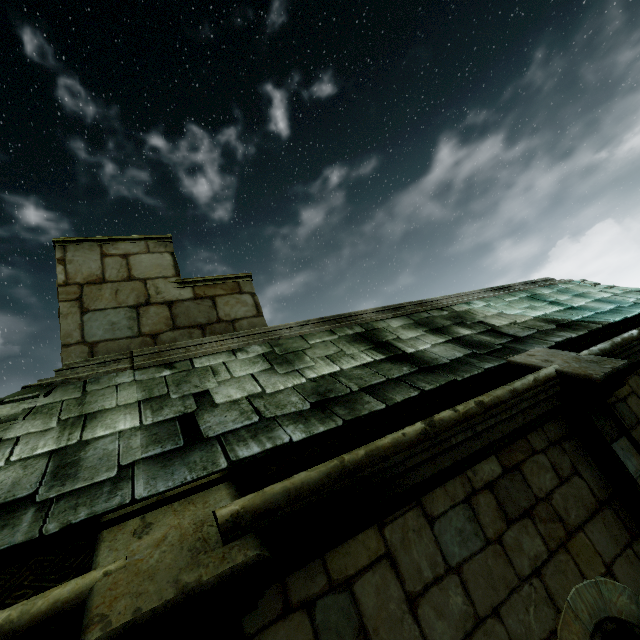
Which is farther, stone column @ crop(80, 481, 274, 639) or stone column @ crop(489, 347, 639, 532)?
stone column @ crop(489, 347, 639, 532)

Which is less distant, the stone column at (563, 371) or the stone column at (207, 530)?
the stone column at (207, 530)

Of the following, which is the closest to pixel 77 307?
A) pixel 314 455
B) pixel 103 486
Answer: pixel 103 486
